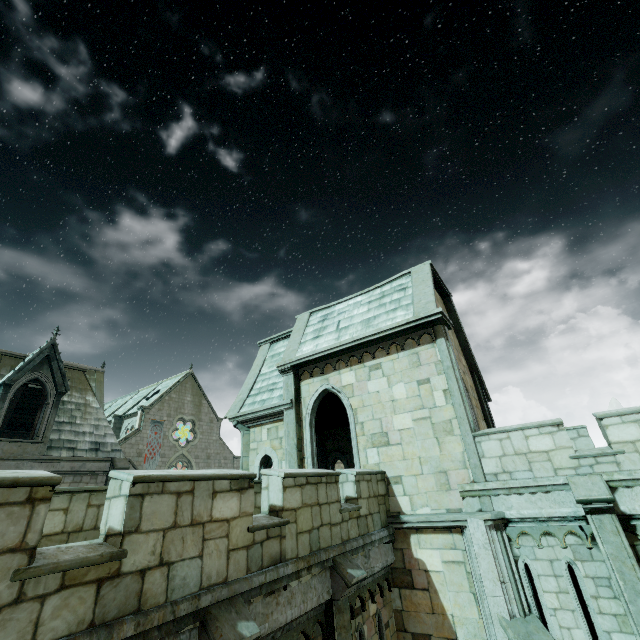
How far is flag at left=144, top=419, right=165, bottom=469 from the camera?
36.3m

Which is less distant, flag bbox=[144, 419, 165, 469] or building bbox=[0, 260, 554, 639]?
building bbox=[0, 260, 554, 639]

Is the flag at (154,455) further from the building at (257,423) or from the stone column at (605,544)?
the stone column at (605,544)

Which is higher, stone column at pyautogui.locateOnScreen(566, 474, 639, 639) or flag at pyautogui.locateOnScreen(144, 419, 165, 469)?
flag at pyautogui.locateOnScreen(144, 419, 165, 469)

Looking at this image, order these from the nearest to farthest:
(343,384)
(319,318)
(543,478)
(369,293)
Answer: (543,478) < (343,384) < (369,293) < (319,318)

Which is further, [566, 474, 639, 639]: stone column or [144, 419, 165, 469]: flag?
[144, 419, 165, 469]: flag

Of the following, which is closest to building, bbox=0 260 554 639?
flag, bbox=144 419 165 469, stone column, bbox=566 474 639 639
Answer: flag, bbox=144 419 165 469

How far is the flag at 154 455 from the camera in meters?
36.3
